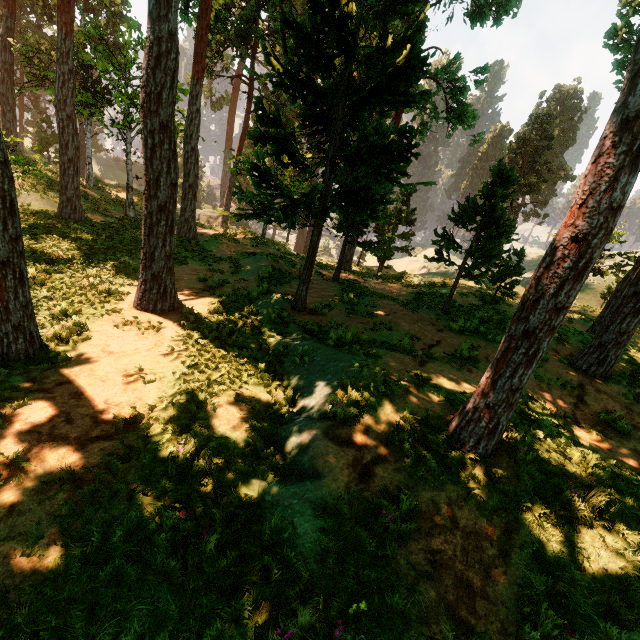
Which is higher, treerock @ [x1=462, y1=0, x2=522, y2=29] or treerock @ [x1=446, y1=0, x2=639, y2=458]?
treerock @ [x1=462, y1=0, x2=522, y2=29]

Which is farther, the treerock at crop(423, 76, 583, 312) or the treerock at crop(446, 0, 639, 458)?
the treerock at crop(423, 76, 583, 312)

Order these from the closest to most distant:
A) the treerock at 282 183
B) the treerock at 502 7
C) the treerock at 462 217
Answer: the treerock at 282 183
the treerock at 462 217
the treerock at 502 7

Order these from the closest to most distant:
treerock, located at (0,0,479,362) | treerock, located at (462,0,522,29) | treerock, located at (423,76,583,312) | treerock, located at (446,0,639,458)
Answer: treerock, located at (446,0,639,458)
treerock, located at (0,0,479,362)
treerock, located at (423,76,583,312)
treerock, located at (462,0,522,29)

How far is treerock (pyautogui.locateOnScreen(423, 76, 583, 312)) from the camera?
12.3m

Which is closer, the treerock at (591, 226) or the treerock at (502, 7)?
the treerock at (591, 226)

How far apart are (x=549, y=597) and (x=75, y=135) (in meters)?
25.23
